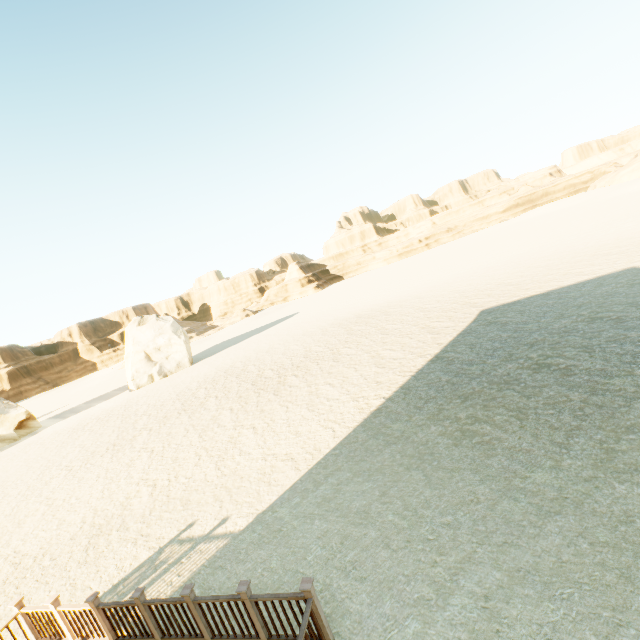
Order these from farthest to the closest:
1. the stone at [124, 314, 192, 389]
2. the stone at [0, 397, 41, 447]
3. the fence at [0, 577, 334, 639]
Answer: the stone at [124, 314, 192, 389] → the stone at [0, 397, 41, 447] → the fence at [0, 577, 334, 639]

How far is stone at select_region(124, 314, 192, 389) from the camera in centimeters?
3366cm

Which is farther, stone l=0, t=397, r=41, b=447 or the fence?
stone l=0, t=397, r=41, b=447

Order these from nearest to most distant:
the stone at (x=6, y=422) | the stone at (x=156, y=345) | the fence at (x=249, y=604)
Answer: the fence at (x=249, y=604), the stone at (x=6, y=422), the stone at (x=156, y=345)

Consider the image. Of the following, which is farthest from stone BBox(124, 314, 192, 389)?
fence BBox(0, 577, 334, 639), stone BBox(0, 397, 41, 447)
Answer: fence BBox(0, 577, 334, 639)

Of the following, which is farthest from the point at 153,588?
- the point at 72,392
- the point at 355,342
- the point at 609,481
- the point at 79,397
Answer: the point at 72,392

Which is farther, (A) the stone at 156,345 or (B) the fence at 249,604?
(A) the stone at 156,345

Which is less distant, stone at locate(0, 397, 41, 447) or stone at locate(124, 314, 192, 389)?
stone at locate(0, 397, 41, 447)
